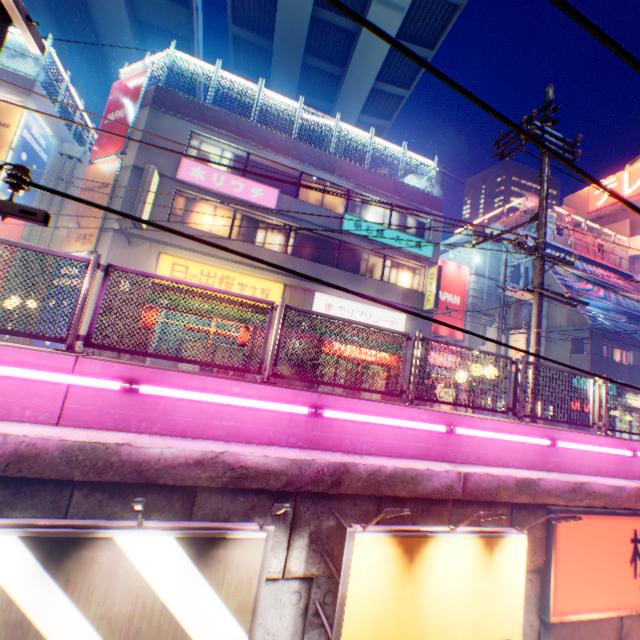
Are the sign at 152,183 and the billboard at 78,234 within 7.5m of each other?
yes

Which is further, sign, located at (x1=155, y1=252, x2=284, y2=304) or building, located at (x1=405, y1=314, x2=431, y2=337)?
building, located at (x1=405, y1=314, x2=431, y2=337)

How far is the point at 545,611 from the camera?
5.0m

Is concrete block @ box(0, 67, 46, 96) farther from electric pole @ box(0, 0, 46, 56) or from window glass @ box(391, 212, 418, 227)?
electric pole @ box(0, 0, 46, 56)

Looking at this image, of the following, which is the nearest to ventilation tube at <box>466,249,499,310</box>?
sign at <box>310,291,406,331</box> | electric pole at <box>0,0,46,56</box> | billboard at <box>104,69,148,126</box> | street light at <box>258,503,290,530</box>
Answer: sign at <box>310,291,406,331</box>

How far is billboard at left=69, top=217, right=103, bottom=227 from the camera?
13.67m

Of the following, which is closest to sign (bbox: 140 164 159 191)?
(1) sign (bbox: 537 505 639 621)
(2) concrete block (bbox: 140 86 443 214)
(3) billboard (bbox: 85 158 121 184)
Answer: (3) billboard (bbox: 85 158 121 184)

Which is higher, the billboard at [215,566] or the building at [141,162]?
the building at [141,162]
